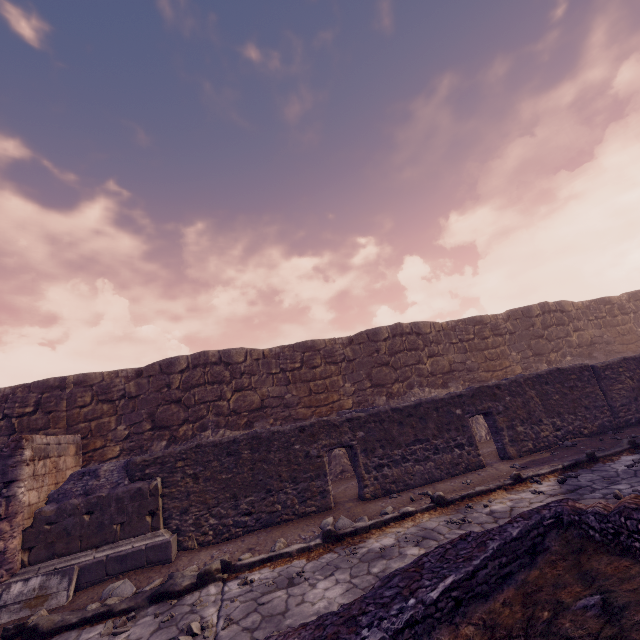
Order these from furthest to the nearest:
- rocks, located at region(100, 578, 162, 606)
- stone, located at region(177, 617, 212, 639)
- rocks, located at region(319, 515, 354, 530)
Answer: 1. rocks, located at region(319, 515, 354, 530)
2. rocks, located at region(100, 578, 162, 606)
3. stone, located at region(177, 617, 212, 639)

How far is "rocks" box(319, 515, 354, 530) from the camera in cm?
598

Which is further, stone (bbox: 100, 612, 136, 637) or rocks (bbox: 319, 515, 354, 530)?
rocks (bbox: 319, 515, 354, 530)

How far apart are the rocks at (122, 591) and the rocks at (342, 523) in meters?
2.8 m

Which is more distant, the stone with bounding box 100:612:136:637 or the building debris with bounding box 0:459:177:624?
the building debris with bounding box 0:459:177:624

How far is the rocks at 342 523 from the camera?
6.0m

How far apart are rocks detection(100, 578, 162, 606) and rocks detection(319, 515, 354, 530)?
2.8m

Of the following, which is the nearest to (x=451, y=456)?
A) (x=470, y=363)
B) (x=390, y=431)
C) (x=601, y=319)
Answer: (x=390, y=431)
